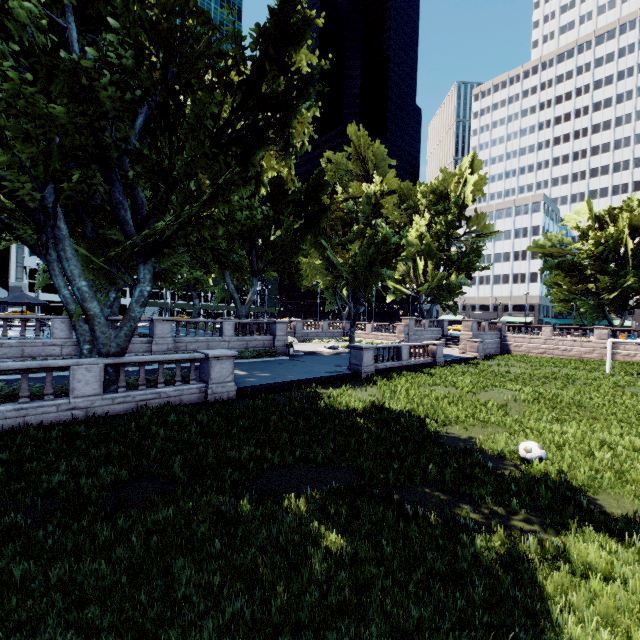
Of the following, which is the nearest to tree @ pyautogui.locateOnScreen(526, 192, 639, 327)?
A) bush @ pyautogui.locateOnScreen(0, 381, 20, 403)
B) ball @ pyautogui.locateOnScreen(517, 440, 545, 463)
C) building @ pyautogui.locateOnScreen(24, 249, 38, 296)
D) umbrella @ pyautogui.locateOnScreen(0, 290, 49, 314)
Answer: bush @ pyautogui.locateOnScreen(0, 381, 20, 403)

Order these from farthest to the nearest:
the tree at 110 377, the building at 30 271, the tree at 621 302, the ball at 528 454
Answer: the building at 30 271, the tree at 621 302, the tree at 110 377, the ball at 528 454

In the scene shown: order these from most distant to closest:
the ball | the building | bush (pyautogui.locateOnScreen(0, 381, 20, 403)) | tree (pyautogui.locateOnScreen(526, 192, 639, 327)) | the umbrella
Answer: the building, tree (pyautogui.locateOnScreen(526, 192, 639, 327)), the umbrella, bush (pyautogui.locateOnScreen(0, 381, 20, 403)), the ball

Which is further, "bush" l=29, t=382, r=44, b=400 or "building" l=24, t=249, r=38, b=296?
"building" l=24, t=249, r=38, b=296

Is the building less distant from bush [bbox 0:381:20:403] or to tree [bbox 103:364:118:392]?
tree [bbox 103:364:118:392]

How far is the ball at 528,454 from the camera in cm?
909

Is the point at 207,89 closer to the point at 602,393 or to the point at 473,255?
the point at 602,393
